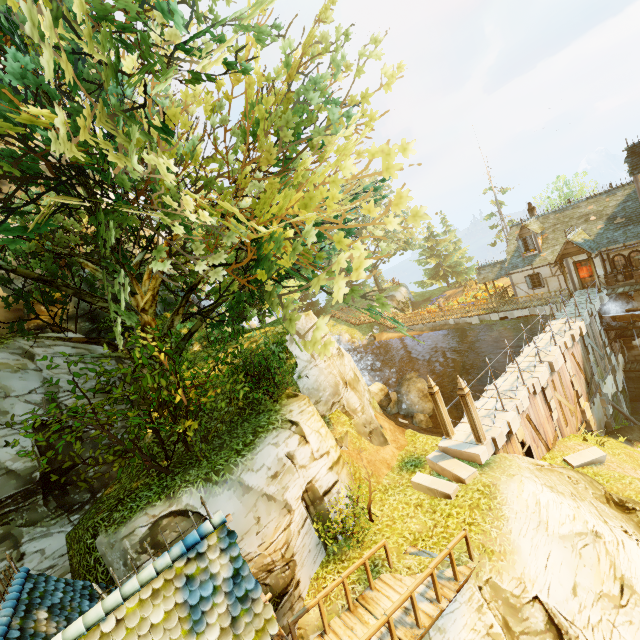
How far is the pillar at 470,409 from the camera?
11.8m

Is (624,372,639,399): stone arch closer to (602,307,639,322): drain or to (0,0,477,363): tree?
(602,307,639,322): drain

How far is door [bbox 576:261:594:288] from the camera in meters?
23.4

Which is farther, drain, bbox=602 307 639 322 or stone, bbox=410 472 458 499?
drain, bbox=602 307 639 322

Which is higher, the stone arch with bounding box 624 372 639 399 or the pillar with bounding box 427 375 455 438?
the pillar with bounding box 427 375 455 438

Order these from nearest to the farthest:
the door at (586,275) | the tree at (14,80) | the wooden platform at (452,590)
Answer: the tree at (14,80)
the wooden platform at (452,590)
the door at (586,275)

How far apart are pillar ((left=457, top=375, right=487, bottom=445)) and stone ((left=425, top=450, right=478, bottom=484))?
0.94m

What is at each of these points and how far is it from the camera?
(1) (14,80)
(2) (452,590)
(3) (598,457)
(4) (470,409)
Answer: (1) tree, 6.50m
(2) wooden platform, 8.11m
(3) stone, 14.02m
(4) pillar, 11.78m
